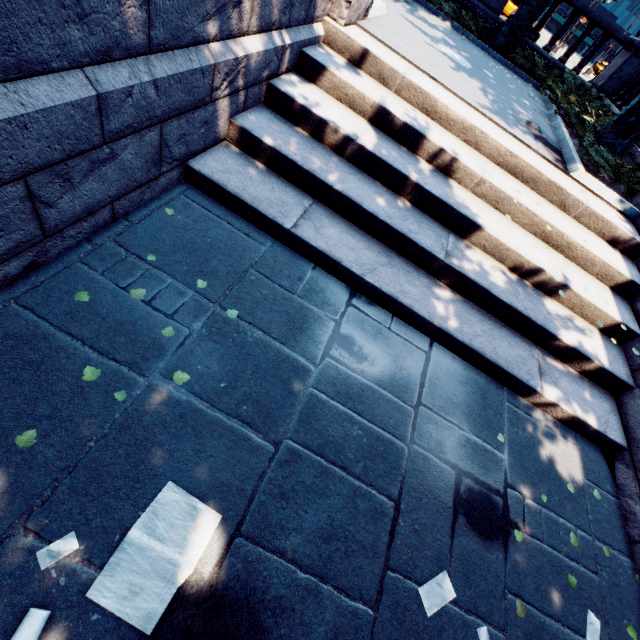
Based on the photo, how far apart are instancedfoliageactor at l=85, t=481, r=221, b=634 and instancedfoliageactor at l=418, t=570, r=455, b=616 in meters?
1.7

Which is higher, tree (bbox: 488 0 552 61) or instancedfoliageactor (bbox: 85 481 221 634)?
tree (bbox: 488 0 552 61)

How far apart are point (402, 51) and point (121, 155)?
5.9m

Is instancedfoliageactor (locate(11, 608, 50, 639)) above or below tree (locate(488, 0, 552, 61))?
below

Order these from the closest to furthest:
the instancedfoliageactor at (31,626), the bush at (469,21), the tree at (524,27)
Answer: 1. the instancedfoliageactor at (31,626)
2. the tree at (524,27)
3. the bush at (469,21)

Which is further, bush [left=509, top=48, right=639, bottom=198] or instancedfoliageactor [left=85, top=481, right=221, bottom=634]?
bush [left=509, top=48, right=639, bottom=198]

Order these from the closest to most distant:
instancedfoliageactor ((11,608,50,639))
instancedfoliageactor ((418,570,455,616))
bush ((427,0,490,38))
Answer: instancedfoliageactor ((11,608,50,639)) → instancedfoliageactor ((418,570,455,616)) → bush ((427,0,490,38))

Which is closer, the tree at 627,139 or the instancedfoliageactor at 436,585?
the instancedfoliageactor at 436,585
